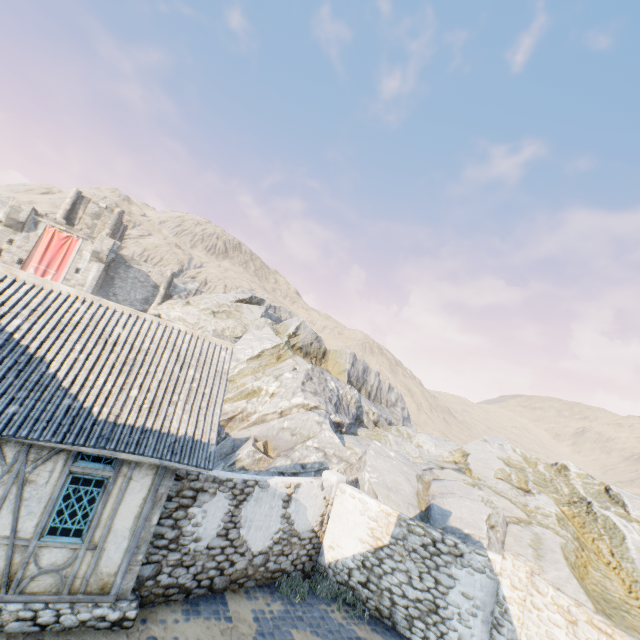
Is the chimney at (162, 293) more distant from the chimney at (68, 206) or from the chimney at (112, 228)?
the chimney at (68, 206)

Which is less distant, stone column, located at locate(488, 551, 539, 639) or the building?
the building

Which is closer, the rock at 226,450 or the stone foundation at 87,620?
the stone foundation at 87,620

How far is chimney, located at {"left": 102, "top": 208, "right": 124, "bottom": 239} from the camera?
39.6m

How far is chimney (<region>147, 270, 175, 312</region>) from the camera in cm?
3941

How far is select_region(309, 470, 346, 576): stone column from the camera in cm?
1084

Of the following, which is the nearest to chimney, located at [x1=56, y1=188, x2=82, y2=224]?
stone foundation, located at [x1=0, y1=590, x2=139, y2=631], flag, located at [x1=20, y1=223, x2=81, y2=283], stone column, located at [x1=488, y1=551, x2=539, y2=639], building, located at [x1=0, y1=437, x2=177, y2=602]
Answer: flag, located at [x1=20, y1=223, x2=81, y2=283]

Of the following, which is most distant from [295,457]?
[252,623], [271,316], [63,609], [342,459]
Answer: [271,316]
